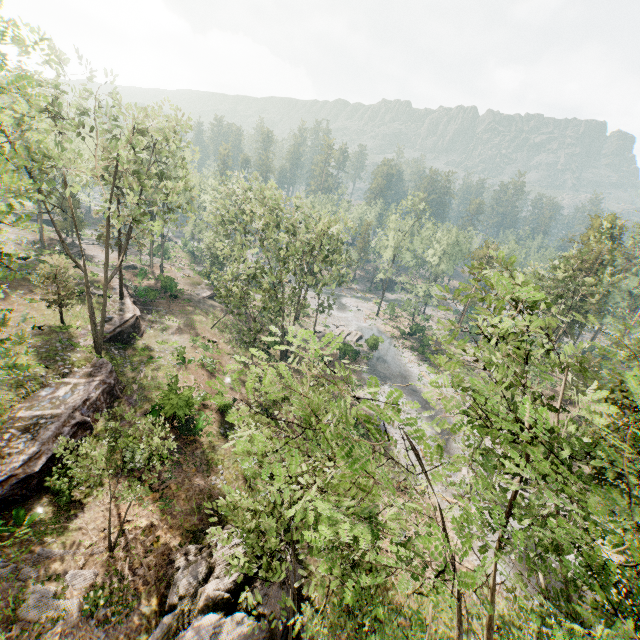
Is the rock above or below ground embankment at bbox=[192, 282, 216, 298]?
above

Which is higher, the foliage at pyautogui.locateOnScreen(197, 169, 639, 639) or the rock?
the foliage at pyautogui.locateOnScreen(197, 169, 639, 639)

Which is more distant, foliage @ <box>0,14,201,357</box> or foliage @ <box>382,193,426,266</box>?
foliage @ <box>382,193,426,266</box>

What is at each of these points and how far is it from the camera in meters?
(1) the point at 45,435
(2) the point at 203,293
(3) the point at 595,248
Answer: (1) ground embankment, 16.7
(2) ground embankment, 45.9
(3) foliage, 28.0

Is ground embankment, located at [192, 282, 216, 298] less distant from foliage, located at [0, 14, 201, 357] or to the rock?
foliage, located at [0, 14, 201, 357]

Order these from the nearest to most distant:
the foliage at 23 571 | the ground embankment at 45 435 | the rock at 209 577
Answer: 1. the rock at 209 577
2. the foliage at 23 571
3. the ground embankment at 45 435

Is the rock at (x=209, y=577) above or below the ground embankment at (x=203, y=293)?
above

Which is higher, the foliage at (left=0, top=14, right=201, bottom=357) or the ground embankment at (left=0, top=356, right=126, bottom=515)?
the foliage at (left=0, top=14, right=201, bottom=357)
